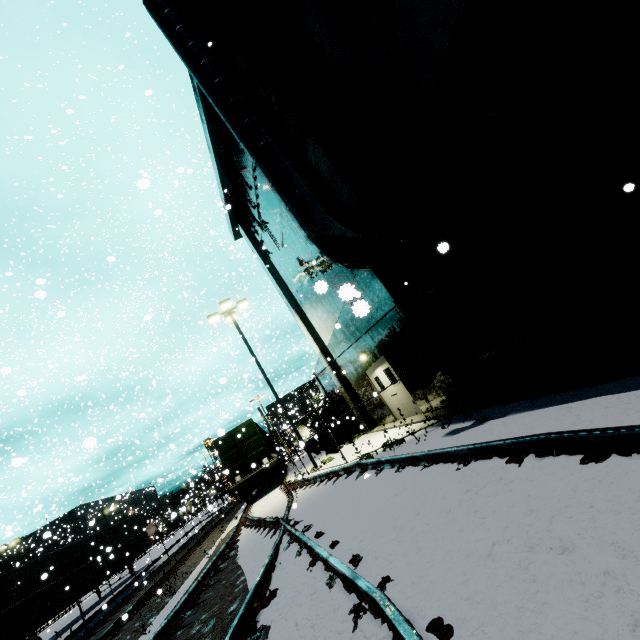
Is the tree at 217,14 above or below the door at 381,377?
above

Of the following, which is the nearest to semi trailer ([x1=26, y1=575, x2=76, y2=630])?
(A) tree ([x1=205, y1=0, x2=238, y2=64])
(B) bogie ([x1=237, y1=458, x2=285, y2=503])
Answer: (A) tree ([x1=205, y1=0, x2=238, y2=64])

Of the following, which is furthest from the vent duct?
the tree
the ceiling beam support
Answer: the ceiling beam support

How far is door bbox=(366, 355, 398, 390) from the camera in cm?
1215

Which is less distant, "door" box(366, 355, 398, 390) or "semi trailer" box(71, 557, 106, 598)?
"door" box(366, 355, 398, 390)

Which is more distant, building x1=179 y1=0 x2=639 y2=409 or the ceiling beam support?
the ceiling beam support

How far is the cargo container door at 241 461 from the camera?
18.1 meters

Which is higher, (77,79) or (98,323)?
(77,79)
